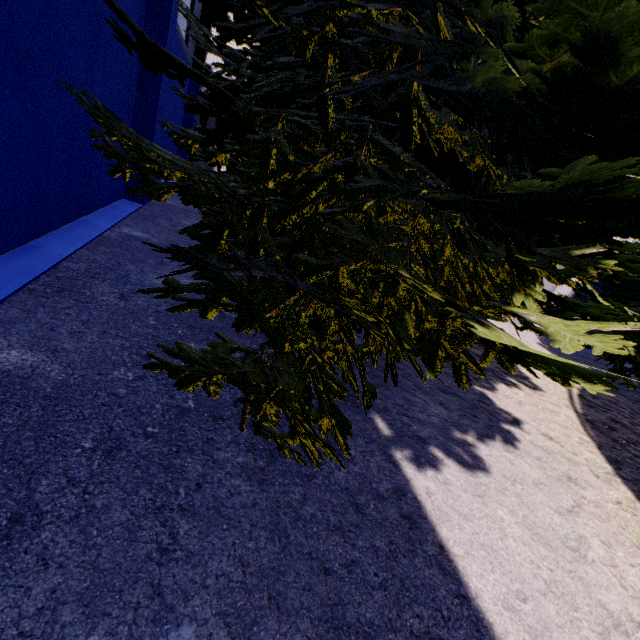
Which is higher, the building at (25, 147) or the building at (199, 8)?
the building at (199, 8)

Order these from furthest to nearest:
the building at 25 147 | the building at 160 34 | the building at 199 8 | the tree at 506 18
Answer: the building at 199 8 → the building at 160 34 → the building at 25 147 → the tree at 506 18

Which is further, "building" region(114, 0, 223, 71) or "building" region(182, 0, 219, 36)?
"building" region(182, 0, 219, 36)

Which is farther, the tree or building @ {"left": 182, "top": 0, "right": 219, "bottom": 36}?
building @ {"left": 182, "top": 0, "right": 219, "bottom": 36}

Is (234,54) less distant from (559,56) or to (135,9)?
(559,56)

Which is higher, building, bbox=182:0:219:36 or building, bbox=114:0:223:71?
building, bbox=182:0:219:36

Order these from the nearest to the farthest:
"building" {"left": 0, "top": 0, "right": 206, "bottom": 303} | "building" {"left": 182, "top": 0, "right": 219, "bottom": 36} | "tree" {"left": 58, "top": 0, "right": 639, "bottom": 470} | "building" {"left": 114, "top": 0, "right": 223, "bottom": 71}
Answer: "tree" {"left": 58, "top": 0, "right": 639, "bottom": 470}, "building" {"left": 0, "top": 0, "right": 206, "bottom": 303}, "building" {"left": 114, "top": 0, "right": 223, "bottom": 71}, "building" {"left": 182, "top": 0, "right": 219, "bottom": 36}
